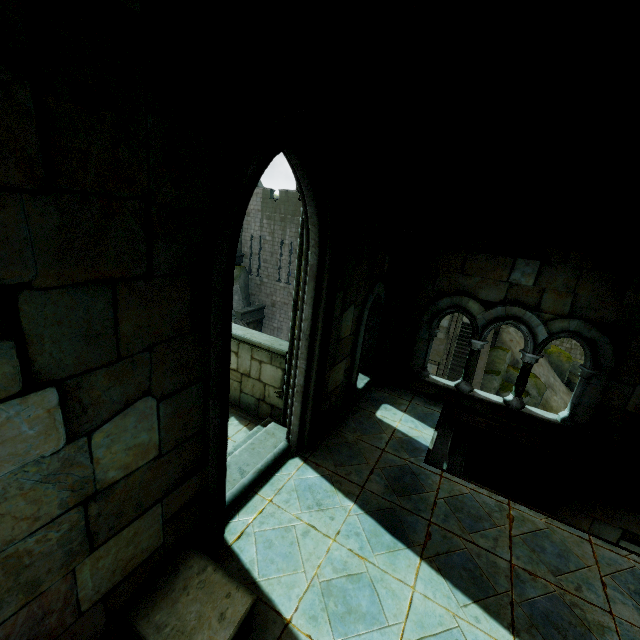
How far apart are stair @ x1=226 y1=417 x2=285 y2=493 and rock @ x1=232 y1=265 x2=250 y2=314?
22.4 meters

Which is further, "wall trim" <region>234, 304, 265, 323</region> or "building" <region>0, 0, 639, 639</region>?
"wall trim" <region>234, 304, 265, 323</region>

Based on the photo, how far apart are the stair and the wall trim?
20.5 meters

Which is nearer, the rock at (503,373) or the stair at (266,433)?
the stair at (266,433)

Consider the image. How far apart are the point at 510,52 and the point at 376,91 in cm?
359

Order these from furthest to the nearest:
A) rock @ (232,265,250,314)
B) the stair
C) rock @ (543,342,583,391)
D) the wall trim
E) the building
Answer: rock @ (232,265,250,314), the wall trim, rock @ (543,342,583,391), the stair, the building

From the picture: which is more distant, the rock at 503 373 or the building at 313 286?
the rock at 503 373

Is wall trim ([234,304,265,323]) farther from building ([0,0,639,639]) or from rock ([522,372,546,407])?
rock ([522,372,546,407])
